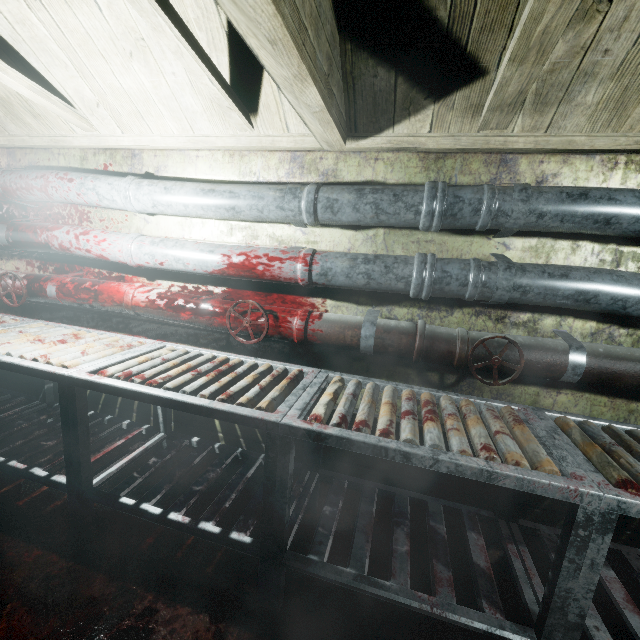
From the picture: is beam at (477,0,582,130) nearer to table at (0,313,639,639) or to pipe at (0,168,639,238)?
pipe at (0,168,639,238)

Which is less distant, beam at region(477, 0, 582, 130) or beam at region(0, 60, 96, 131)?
beam at region(477, 0, 582, 130)

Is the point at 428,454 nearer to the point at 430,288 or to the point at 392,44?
the point at 430,288

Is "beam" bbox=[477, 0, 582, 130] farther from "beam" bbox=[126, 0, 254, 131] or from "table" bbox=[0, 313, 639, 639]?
"table" bbox=[0, 313, 639, 639]

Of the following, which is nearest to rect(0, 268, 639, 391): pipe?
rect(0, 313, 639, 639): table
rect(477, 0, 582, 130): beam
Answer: rect(0, 313, 639, 639): table

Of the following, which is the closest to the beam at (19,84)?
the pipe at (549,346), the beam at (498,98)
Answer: the beam at (498,98)

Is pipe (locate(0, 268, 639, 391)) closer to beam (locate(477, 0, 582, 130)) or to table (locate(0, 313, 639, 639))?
table (locate(0, 313, 639, 639))

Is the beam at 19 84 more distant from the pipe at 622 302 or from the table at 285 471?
the table at 285 471
